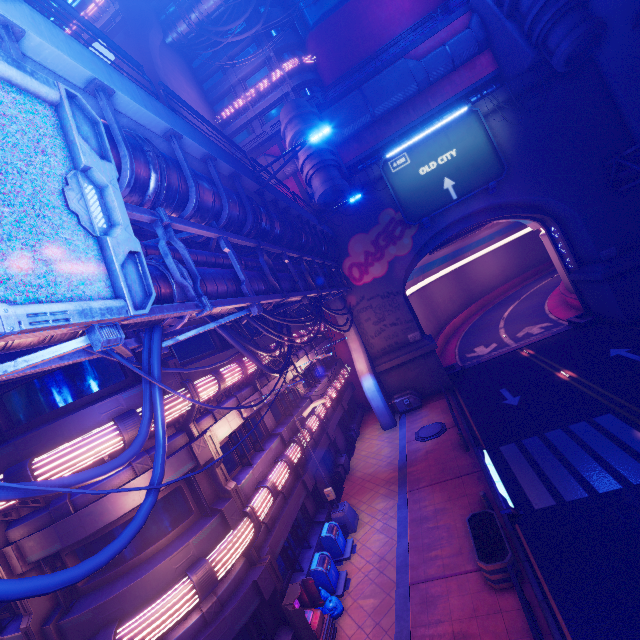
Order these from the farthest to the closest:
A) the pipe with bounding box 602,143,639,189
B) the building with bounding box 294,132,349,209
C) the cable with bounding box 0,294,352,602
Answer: the building with bounding box 294,132,349,209, the pipe with bounding box 602,143,639,189, the cable with bounding box 0,294,352,602

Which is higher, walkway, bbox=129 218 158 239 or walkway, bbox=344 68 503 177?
walkway, bbox=344 68 503 177

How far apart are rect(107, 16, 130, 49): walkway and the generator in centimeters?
4353cm

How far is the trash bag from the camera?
10.9m

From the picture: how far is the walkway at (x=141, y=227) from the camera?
7.4 meters

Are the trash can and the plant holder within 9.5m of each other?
yes

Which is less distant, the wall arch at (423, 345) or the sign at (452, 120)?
the wall arch at (423, 345)

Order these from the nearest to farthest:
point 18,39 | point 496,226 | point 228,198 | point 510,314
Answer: point 18,39
point 228,198
point 510,314
point 496,226
